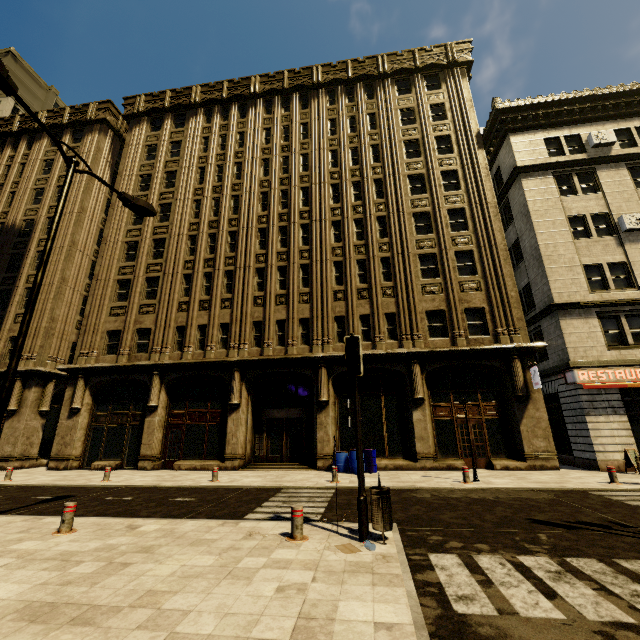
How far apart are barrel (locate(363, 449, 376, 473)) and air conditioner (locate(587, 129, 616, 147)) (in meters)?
22.14

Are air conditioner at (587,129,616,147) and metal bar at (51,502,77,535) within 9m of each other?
no

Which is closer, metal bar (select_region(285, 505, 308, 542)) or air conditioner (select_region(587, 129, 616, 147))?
metal bar (select_region(285, 505, 308, 542))

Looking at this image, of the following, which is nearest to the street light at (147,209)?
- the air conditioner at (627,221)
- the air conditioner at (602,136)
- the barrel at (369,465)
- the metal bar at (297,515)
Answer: the metal bar at (297,515)

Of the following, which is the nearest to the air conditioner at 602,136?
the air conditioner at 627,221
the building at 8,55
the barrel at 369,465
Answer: the air conditioner at 627,221

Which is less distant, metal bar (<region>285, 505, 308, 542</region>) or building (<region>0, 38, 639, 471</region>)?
metal bar (<region>285, 505, 308, 542</region>)

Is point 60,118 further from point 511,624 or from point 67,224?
point 511,624

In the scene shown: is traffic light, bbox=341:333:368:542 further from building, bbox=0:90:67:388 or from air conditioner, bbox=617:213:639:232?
air conditioner, bbox=617:213:639:232
